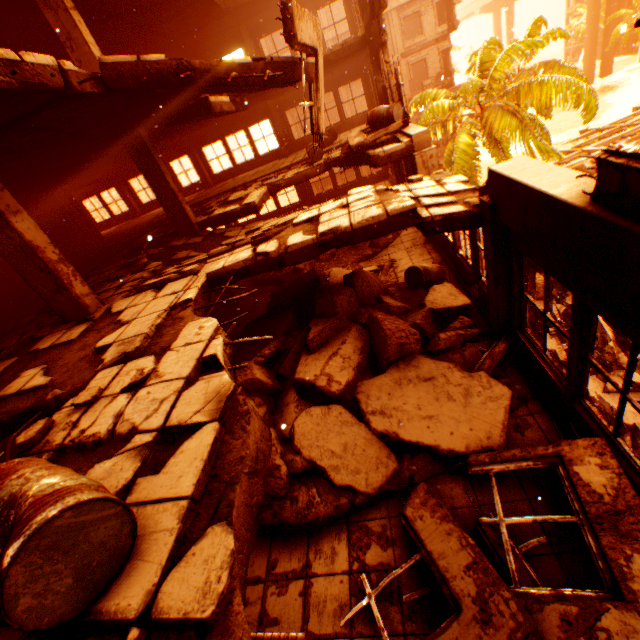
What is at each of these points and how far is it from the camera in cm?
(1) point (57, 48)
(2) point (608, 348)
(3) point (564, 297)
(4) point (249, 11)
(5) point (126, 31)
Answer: (1) floor rubble, 985
(2) rock pile, 1041
(3) rock pile, 1212
(4) floor rubble, 1340
(5) floor rubble, 1062

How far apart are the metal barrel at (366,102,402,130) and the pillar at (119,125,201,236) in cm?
591

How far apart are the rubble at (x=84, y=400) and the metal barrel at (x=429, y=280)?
6.3 meters

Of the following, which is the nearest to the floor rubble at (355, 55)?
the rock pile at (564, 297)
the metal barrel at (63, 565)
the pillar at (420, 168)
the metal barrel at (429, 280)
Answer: the metal barrel at (63, 565)

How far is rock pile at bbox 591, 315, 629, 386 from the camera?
10.1m

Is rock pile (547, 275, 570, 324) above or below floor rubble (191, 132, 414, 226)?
below

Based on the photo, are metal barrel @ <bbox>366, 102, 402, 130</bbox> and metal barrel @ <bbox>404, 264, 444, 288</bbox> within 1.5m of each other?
no

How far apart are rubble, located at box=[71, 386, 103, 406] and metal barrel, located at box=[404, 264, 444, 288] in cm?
631
